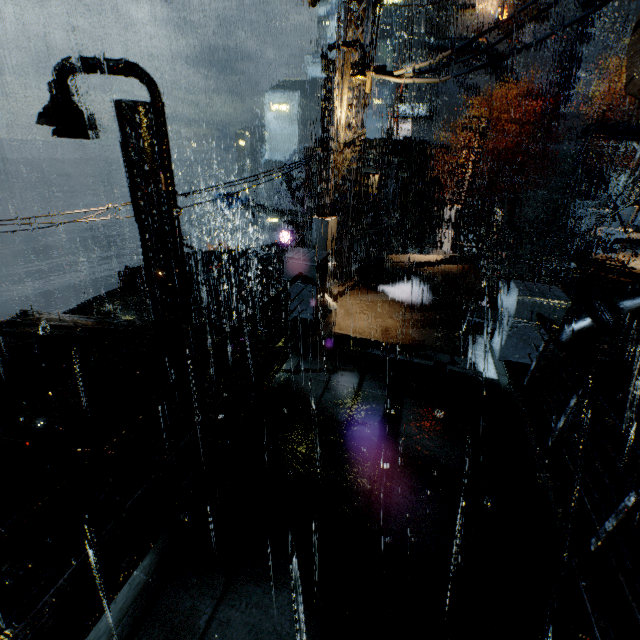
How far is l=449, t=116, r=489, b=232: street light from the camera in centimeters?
1683cm

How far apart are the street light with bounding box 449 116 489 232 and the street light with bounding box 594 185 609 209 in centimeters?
1421cm

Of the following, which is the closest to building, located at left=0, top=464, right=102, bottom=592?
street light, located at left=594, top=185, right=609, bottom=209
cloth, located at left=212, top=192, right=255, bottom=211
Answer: street light, located at left=594, top=185, right=609, bottom=209

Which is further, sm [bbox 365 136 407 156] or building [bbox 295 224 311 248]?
building [bbox 295 224 311 248]

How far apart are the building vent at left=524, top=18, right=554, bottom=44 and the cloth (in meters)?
38.31

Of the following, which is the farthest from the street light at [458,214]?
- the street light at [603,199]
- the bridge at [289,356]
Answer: the street light at [603,199]

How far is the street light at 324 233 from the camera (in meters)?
8.82

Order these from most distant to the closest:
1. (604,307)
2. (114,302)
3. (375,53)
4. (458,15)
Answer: (458,15)
(114,302)
(375,53)
(604,307)
